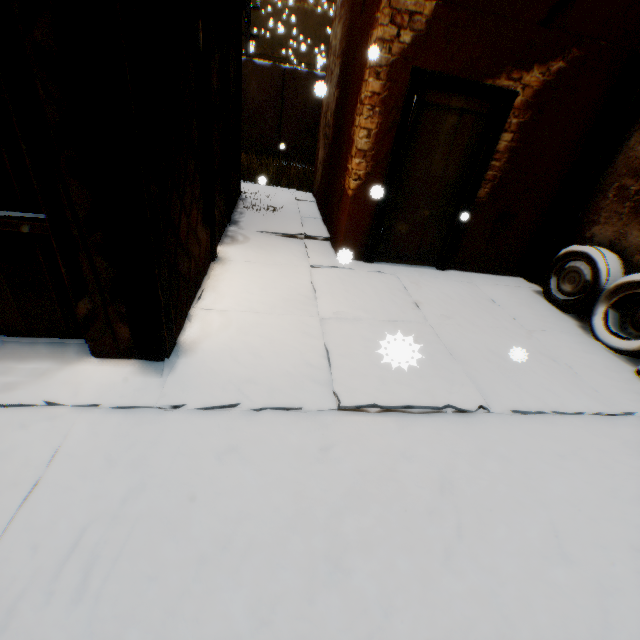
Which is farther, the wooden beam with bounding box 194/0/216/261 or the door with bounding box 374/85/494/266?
the door with bounding box 374/85/494/266

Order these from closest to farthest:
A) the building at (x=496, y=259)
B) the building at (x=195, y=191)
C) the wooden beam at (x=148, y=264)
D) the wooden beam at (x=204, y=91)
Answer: the wooden beam at (x=148, y=264) → the building at (x=195, y=191) → the wooden beam at (x=204, y=91) → the building at (x=496, y=259)

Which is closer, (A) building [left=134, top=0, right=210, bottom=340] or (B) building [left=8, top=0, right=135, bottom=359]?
(B) building [left=8, top=0, right=135, bottom=359]

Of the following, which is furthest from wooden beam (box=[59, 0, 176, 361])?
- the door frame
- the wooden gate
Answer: the door frame

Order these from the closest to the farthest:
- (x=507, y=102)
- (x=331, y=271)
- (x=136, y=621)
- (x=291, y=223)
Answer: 1. (x=136, y=621)
2. (x=507, y=102)
3. (x=331, y=271)
4. (x=291, y=223)

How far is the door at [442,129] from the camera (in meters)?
4.16

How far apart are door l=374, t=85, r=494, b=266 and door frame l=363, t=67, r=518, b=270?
0.0m
